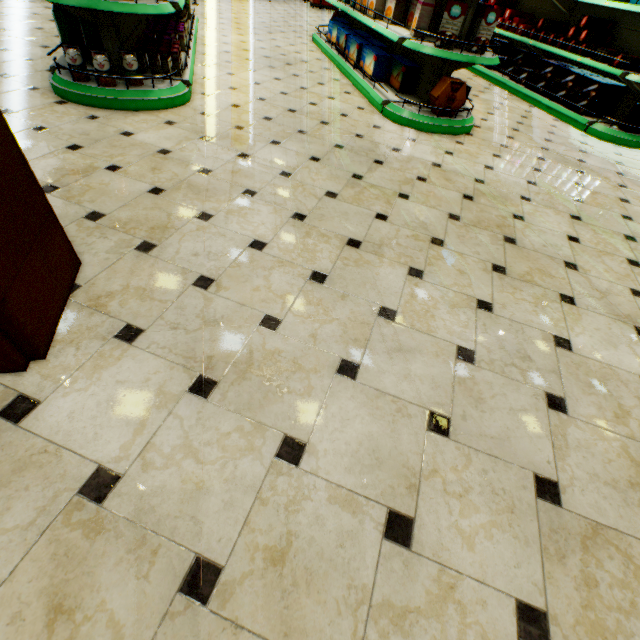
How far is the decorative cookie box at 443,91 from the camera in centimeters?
358cm

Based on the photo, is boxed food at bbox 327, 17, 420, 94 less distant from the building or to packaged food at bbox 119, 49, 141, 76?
the building

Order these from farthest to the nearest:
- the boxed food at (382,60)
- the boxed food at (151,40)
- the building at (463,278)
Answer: the boxed food at (382,60) < the boxed food at (151,40) < the building at (463,278)

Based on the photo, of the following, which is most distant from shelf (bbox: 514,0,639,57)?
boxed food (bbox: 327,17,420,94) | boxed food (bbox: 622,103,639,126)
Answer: boxed food (bbox: 327,17,420,94)

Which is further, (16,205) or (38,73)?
(38,73)

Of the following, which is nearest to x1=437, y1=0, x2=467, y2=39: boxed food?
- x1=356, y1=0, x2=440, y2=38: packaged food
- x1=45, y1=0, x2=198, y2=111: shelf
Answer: x1=356, y1=0, x2=440, y2=38: packaged food

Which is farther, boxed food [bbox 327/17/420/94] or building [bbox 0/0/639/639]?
boxed food [bbox 327/17/420/94]

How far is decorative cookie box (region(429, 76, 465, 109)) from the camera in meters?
3.6
